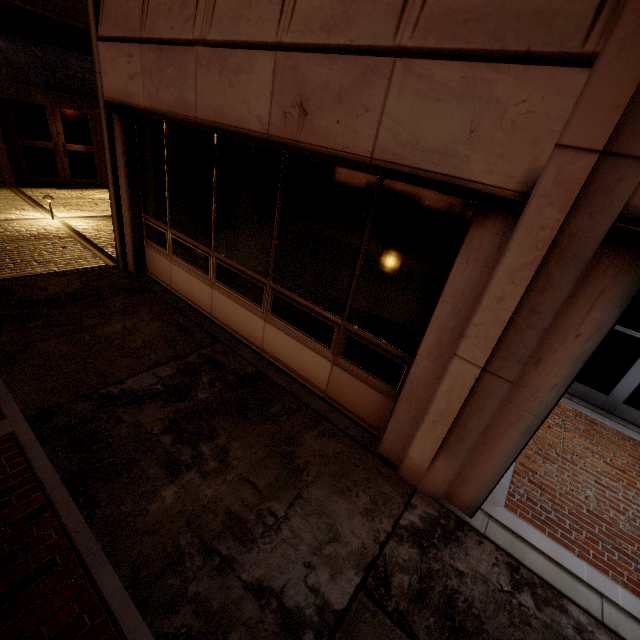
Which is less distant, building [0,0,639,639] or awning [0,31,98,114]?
building [0,0,639,639]

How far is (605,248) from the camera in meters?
2.1 m

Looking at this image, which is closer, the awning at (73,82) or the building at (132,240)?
the building at (132,240)
